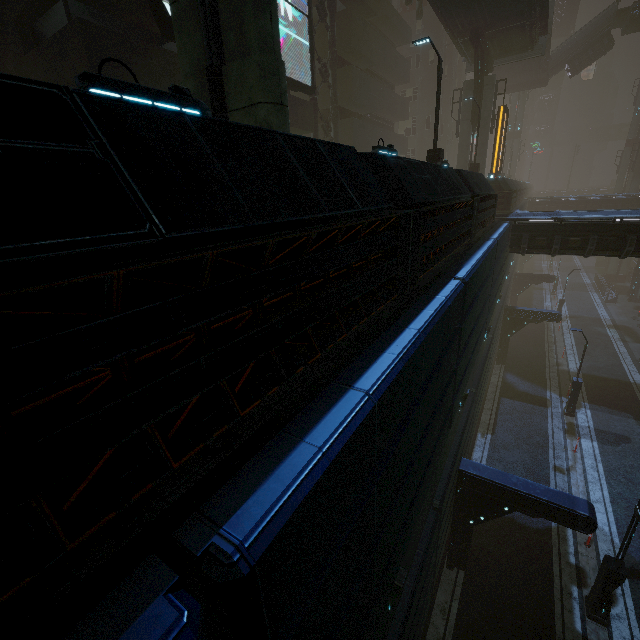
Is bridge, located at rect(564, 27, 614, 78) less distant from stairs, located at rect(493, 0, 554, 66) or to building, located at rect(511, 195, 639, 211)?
building, located at rect(511, 195, 639, 211)

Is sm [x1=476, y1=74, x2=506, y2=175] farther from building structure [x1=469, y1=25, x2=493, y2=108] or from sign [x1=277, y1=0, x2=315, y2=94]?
sign [x1=277, y1=0, x2=315, y2=94]

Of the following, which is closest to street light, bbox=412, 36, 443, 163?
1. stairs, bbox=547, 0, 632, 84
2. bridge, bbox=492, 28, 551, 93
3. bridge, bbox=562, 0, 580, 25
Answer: bridge, bbox=492, 28, 551, 93

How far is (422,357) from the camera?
4.0m

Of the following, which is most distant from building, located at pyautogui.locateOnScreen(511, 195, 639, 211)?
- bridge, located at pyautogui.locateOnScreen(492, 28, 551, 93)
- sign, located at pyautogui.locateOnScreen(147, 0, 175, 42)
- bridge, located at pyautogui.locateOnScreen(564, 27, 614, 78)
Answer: bridge, located at pyautogui.locateOnScreen(564, 27, 614, 78)

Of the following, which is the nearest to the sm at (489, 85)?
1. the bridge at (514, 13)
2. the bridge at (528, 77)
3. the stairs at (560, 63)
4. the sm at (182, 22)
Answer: the bridge at (514, 13)

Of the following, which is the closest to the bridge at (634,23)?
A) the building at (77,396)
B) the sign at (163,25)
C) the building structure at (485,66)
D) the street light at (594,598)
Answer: the building at (77,396)

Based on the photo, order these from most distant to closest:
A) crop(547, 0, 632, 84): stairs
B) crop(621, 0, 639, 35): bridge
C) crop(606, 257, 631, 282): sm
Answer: crop(606, 257, 631, 282): sm → crop(547, 0, 632, 84): stairs → crop(621, 0, 639, 35): bridge
